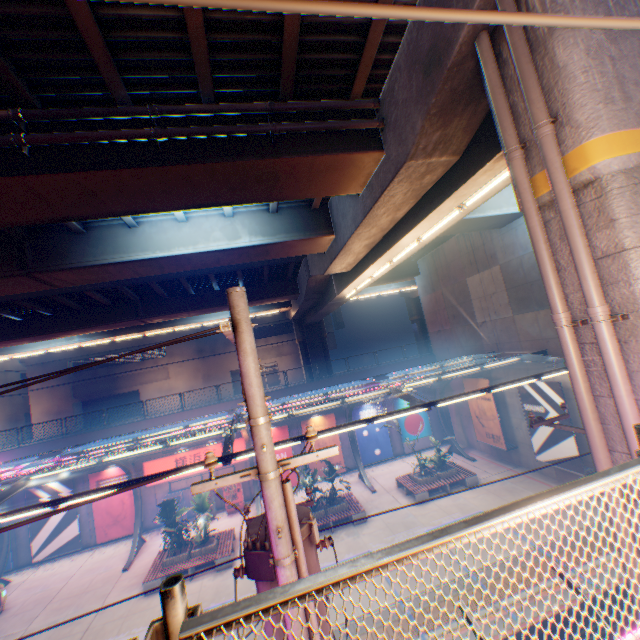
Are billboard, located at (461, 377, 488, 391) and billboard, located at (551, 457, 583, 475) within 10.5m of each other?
yes

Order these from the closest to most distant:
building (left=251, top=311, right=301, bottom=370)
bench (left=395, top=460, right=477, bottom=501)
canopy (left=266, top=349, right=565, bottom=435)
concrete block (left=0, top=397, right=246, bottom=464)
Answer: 1. canopy (left=266, top=349, right=565, bottom=435)
2. bench (left=395, top=460, right=477, bottom=501)
3. concrete block (left=0, top=397, right=246, bottom=464)
4. building (left=251, top=311, right=301, bottom=370)

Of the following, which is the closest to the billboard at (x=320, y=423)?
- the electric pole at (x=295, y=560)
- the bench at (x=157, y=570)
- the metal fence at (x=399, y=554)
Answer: the metal fence at (x=399, y=554)

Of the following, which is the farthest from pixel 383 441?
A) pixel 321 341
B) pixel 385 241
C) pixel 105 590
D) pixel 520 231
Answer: pixel 105 590

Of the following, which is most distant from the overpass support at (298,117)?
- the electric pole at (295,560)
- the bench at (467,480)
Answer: Answer: the bench at (467,480)

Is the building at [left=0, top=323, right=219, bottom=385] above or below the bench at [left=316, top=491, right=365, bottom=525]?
above

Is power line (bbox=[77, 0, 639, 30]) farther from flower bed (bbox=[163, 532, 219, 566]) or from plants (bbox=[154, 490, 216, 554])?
flower bed (bbox=[163, 532, 219, 566])

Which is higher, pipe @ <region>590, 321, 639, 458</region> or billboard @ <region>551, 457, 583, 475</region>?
pipe @ <region>590, 321, 639, 458</region>
